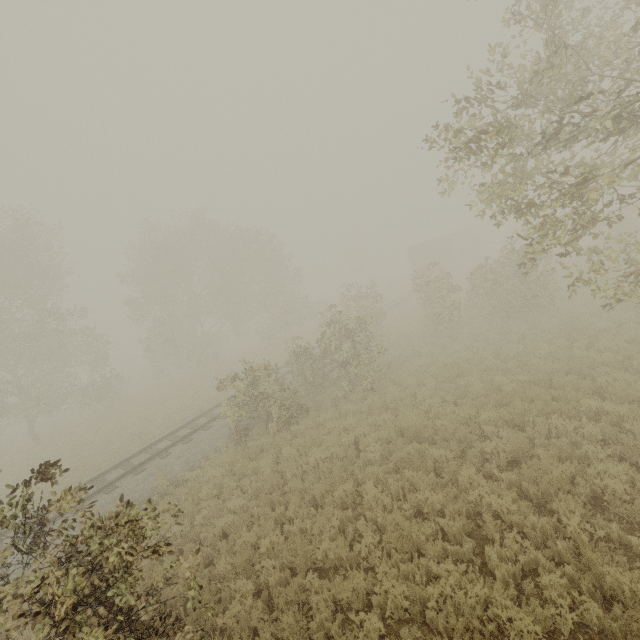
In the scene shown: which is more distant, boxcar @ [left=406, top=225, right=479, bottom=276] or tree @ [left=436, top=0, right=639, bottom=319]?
boxcar @ [left=406, top=225, right=479, bottom=276]

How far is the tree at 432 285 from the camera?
17.91m

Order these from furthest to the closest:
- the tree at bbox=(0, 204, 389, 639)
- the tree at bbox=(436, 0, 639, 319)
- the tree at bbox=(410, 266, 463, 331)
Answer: the tree at bbox=(410, 266, 463, 331)
the tree at bbox=(436, 0, 639, 319)
the tree at bbox=(0, 204, 389, 639)

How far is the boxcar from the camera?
39.6m

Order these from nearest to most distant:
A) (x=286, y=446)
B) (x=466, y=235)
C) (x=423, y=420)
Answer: (x=423, y=420) → (x=286, y=446) → (x=466, y=235)

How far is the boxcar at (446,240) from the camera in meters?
39.6

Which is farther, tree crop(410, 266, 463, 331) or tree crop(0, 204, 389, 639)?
tree crop(410, 266, 463, 331)
